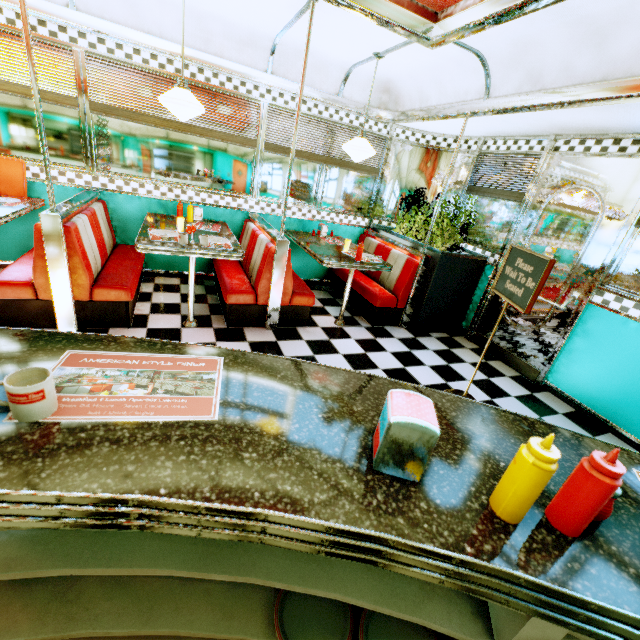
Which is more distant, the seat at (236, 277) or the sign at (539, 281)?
the seat at (236, 277)

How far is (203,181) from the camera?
4.40m

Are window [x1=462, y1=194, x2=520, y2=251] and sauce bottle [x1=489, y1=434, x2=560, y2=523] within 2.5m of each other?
no

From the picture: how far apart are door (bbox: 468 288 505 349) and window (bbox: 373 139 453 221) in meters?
1.2 m

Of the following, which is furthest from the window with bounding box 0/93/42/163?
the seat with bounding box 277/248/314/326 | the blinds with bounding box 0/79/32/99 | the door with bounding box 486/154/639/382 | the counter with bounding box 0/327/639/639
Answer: the counter with bounding box 0/327/639/639

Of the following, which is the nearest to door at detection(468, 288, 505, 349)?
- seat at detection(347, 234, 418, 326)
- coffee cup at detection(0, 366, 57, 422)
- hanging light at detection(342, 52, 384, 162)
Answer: seat at detection(347, 234, 418, 326)

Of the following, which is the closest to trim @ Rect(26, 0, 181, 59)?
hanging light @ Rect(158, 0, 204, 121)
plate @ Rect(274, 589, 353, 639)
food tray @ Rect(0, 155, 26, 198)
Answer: hanging light @ Rect(158, 0, 204, 121)

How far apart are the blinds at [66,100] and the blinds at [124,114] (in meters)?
0.10
